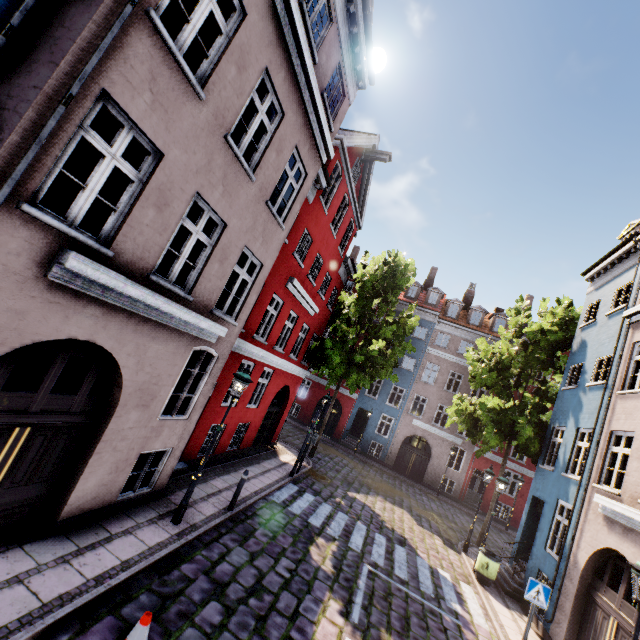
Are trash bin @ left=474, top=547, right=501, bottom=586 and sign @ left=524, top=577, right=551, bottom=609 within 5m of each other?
yes

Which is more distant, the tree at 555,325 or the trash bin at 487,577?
the tree at 555,325

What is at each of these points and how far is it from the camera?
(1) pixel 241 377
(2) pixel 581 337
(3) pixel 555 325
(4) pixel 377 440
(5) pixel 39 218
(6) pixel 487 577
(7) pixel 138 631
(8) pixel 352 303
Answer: (1) street light, 7.7 meters
(2) building, 14.2 meters
(3) tree, 15.6 meters
(4) building, 27.2 meters
(5) building, 3.8 meters
(6) trash bin, 11.4 meters
(7) traffic cone, 4.1 meters
(8) tree, 22.3 meters

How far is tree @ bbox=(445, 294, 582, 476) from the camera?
14.81m

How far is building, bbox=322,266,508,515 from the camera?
25.4 meters

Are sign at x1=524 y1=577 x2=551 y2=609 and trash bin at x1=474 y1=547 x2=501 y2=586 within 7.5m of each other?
yes

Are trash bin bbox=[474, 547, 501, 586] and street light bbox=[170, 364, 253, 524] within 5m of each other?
no

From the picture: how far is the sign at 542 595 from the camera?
7.8 meters
